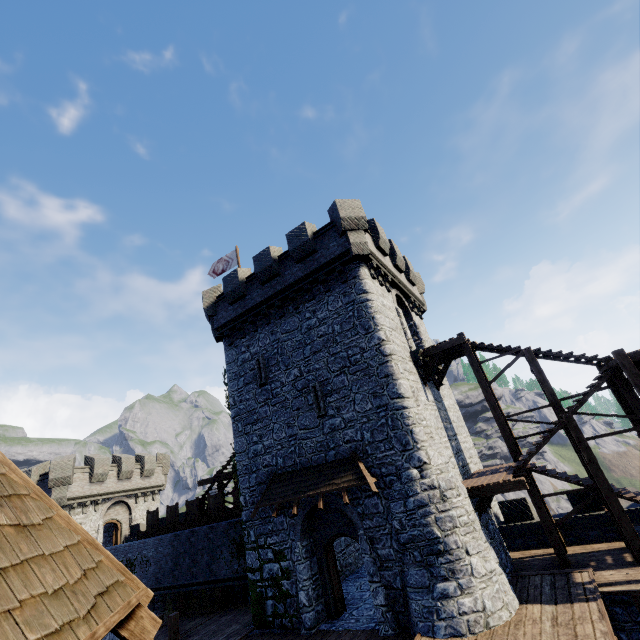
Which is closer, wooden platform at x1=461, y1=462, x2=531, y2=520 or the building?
wooden platform at x1=461, y1=462, x2=531, y2=520

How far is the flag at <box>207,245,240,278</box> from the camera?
22.7m

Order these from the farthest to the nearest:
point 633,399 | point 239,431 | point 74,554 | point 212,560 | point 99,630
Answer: point 212,560
point 239,431
point 633,399
point 74,554
point 99,630

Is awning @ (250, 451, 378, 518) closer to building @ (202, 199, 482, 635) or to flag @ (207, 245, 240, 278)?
building @ (202, 199, 482, 635)

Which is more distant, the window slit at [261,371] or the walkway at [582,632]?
the window slit at [261,371]

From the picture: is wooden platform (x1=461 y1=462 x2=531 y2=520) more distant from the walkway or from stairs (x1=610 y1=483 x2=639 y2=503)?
the walkway

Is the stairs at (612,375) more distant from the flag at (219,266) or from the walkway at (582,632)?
the flag at (219,266)

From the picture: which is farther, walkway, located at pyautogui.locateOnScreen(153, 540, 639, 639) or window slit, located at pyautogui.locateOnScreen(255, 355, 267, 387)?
window slit, located at pyautogui.locateOnScreen(255, 355, 267, 387)
